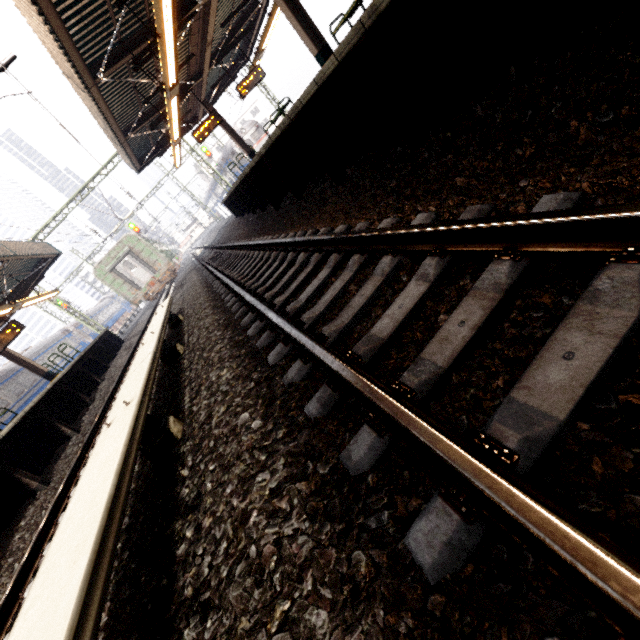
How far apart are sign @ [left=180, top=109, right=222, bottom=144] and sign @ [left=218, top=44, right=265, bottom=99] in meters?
1.3

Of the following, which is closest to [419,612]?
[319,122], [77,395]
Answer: [319,122]

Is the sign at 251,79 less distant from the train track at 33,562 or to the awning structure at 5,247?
the train track at 33,562

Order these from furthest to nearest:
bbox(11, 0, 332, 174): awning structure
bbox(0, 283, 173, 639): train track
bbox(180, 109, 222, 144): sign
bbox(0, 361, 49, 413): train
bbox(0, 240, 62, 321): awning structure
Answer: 1. bbox(0, 361, 49, 413): train
2. bbox(180, 109, 222, 144): sign
3. bbox(0, 240, 62, 321): awning structure
4. bbox(11, 0, 332, 174): awning structure
5. bbox(0, 283, 173, 639): train track

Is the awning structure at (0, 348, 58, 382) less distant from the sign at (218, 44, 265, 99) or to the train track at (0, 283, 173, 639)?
the train track at (0, 283, 173, 639)

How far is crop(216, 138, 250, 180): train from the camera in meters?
28.7 m

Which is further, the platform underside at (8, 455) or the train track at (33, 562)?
the platform underside at (8, 455)

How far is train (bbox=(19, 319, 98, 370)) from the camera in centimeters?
2266cm
